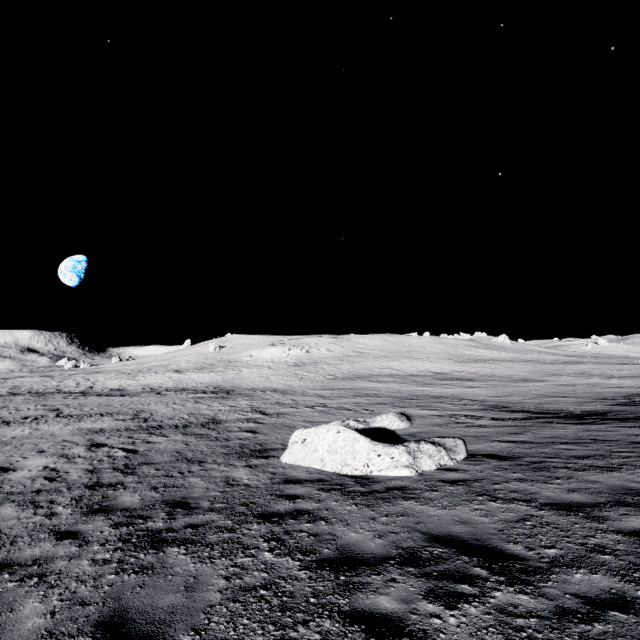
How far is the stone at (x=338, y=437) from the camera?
8.4m

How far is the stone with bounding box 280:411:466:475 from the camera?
8.4m

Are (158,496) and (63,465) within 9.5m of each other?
yes
